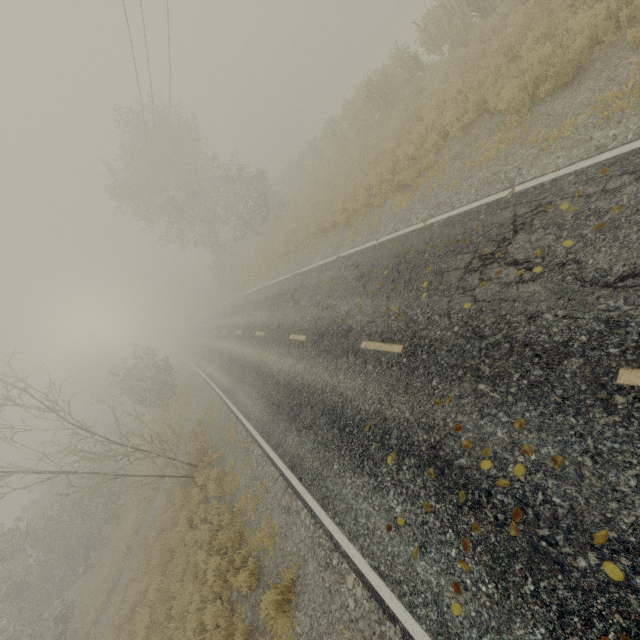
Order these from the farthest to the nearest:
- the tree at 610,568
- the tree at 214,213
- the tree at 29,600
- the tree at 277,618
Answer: the tree at 214,213 < the tree at 29,600 < the tree at 277,618 < the tree at 610,568

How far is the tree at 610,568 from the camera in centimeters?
277cm

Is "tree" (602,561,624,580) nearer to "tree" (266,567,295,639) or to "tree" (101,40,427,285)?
"tree" (266,567,295,639)

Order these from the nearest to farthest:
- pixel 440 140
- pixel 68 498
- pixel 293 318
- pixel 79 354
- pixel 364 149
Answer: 1. pixel 440 140
2. pixel 293 318
3. pixel 364 149
4. pixel 68 498
5. pixel 79 354

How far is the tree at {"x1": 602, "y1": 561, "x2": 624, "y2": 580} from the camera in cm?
277

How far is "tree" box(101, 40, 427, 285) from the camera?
16.9 meters

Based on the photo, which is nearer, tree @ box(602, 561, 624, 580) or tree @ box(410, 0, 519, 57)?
tree @ box(602, 561, 624, 580)

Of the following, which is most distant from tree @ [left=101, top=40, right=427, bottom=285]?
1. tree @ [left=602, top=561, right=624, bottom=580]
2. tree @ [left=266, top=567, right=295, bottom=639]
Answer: tree @ [left=602, top=561, right=624, bottom=580]
